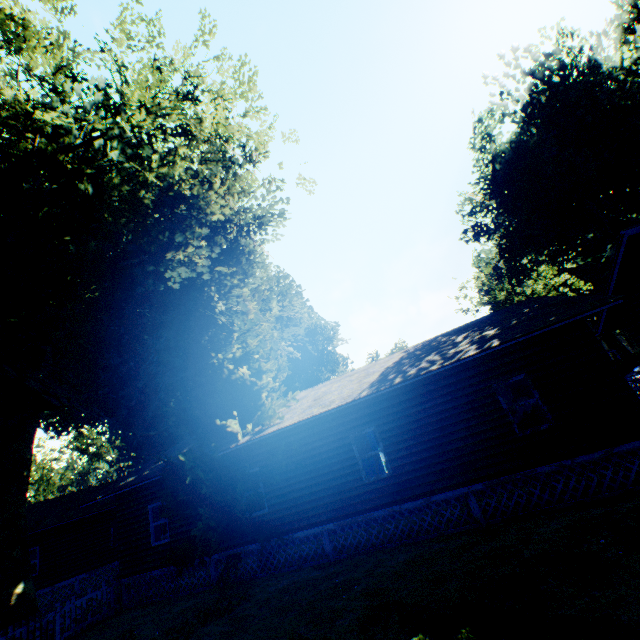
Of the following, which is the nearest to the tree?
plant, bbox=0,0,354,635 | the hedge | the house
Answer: plant, bbox=0,0,354,635

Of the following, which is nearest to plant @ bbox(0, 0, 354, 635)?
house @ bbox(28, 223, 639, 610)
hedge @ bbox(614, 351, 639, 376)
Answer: house @ bbox(28, 223, 639, 610)

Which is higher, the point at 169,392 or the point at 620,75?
the point at 620,75

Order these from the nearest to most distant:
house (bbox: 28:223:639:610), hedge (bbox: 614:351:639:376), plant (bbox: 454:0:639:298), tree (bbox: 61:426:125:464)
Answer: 1. house (bbox: 28:223:639:610)
2. plant (bbox: 454:0:639:298)
3. hedge (bbox: 614:351:639:376)
4. tree (bbox: 61:426:125:464)

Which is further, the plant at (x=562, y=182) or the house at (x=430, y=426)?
the plant at (x=562, y=182)

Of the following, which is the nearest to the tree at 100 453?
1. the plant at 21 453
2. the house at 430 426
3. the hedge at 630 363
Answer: the plant at 21 453

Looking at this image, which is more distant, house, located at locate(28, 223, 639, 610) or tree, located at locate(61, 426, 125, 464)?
tree, located at locate(61, 426, 125, 464)
